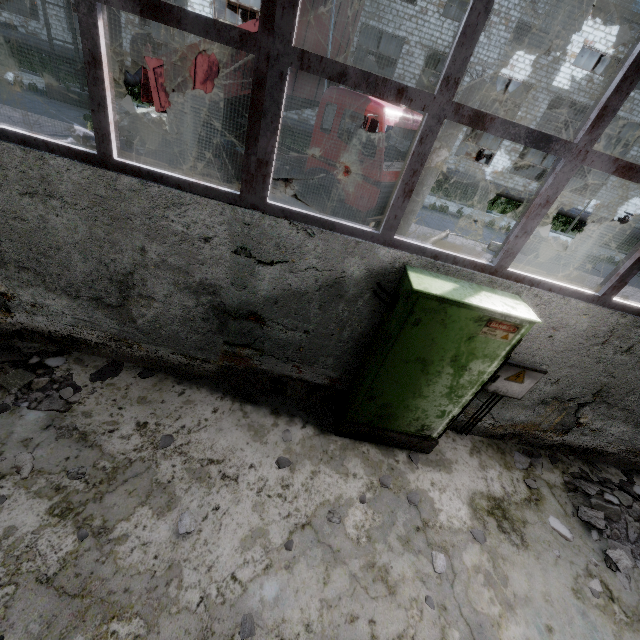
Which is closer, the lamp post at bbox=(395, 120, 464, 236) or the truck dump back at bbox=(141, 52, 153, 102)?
the lamp post at bbox=(395, 120, 464, 236)

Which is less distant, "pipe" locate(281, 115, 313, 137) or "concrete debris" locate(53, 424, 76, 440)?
"concrete debris" locate(53, 424, 76, 440)

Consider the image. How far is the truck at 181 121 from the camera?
10.2 meters

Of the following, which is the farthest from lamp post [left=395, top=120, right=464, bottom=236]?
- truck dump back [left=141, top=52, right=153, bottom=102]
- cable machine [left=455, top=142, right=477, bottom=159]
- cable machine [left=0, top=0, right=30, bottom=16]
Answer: cable machine [left=0, top=0, right=30, bottom=16]

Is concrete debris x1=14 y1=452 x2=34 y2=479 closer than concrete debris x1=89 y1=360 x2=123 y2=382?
Yes

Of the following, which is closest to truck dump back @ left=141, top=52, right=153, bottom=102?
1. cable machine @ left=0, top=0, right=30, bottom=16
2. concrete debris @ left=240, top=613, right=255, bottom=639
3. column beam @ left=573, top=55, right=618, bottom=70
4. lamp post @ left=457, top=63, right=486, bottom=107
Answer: lamp post @ left=457, top=63, right=486, bottom=107

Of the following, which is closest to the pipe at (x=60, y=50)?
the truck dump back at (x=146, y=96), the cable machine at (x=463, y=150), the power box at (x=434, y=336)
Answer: the cable machine at (x=463, y=150)

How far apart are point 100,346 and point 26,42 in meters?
24.1
